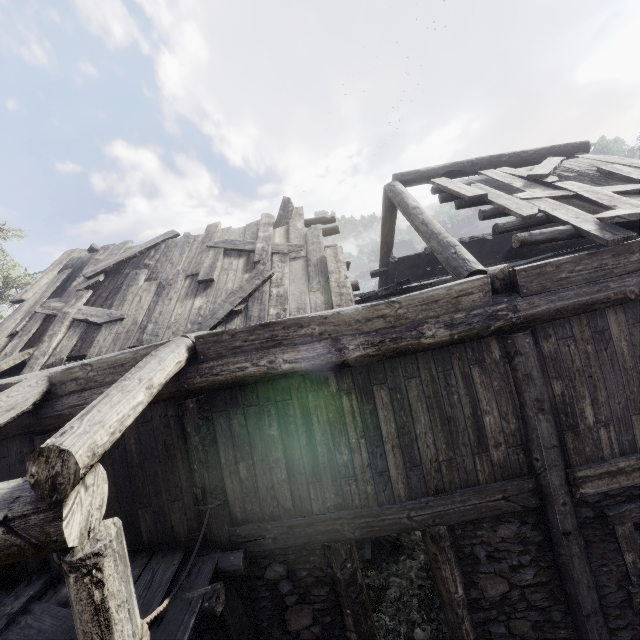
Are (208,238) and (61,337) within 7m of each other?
yes

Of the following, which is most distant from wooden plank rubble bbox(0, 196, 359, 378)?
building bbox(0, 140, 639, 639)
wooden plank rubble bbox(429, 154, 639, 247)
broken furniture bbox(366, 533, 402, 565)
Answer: broken furniture bbox(366, 533, 402, 565)

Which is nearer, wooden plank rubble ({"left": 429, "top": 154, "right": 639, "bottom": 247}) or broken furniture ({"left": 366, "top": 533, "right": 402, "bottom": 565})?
wooden plank rubble ({"left": 429, "top": 154, "right": 639, "bottom": 247})

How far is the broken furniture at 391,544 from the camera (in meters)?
7.82

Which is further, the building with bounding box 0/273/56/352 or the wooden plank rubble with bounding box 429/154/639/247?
the building with bounding box 0/273/56/352

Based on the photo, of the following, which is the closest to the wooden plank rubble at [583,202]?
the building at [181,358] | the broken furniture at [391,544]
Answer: the building at [181,358]

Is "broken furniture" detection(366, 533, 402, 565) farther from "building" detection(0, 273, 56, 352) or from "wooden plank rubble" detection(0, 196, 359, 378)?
"wooden plank rubble" detection(0, 196, 359, 378)

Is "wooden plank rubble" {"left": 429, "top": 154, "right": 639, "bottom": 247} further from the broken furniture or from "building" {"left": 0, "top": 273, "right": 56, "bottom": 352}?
the broken furniture
